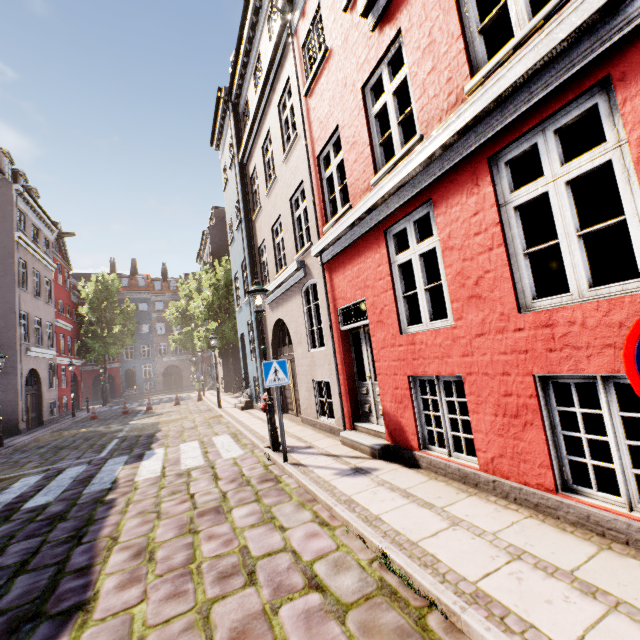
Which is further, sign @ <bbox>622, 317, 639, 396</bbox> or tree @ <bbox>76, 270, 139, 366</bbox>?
tree @ <bbox>76, 270, 139, 366</bbox>

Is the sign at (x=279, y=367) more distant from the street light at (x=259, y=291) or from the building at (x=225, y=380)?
the building at (x=225, y=380)

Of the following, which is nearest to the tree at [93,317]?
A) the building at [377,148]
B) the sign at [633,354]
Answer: the building at [377,148]

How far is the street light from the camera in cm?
720

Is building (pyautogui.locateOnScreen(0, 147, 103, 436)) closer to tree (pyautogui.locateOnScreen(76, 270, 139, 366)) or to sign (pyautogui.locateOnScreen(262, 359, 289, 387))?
sign (pyautogui.locateOnScreen(262, 359, 289, 387))

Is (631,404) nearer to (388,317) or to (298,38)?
(388,317)

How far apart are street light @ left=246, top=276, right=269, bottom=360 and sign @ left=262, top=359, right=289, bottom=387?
0.98m

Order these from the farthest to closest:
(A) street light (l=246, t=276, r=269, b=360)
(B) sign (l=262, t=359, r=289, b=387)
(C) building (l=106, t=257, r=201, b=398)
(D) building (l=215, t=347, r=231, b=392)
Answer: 1. (C) building (l=106, t=257, r=201, b=398)
2. (D) building (l=215, t=347, r=231, b=392)
3. (A) street light (l=246, t=276, r=269, b=360)
4. (B) sign (l=262, t=359, r=289, b=387)
